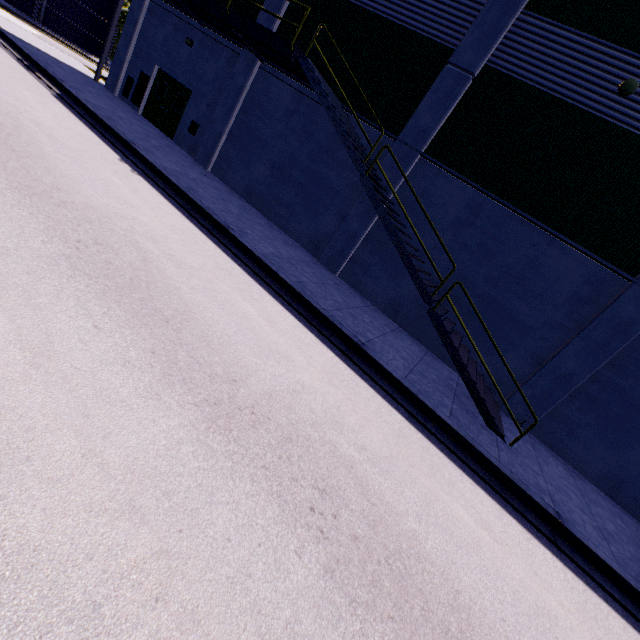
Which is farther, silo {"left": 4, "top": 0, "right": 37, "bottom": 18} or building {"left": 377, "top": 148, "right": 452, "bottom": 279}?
silo {"left": 4, "top": 0, "right": 37, "bottom": 18}

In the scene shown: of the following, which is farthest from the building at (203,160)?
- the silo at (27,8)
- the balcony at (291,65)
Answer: the silo at (27,8)

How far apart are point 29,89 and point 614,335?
18.5m

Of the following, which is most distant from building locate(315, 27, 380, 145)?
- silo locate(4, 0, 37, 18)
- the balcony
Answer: silo locate(4, 0, 37, 18)

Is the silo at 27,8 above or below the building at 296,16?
below
